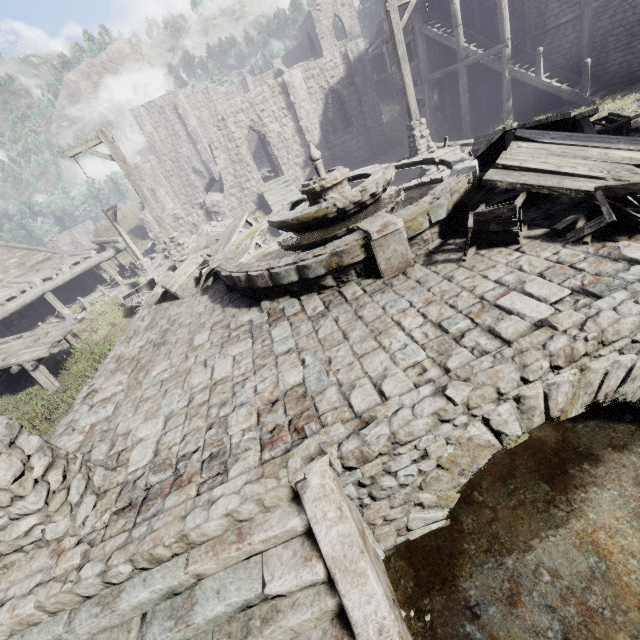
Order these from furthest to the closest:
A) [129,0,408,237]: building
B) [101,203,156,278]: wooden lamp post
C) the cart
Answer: [129,0,408,237]: building, [101,203,156,278]: wooden lamp post, the cart

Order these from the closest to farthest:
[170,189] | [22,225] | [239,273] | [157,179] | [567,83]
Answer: [239,273], [567,83], [157,179], [170,189], [22,225]

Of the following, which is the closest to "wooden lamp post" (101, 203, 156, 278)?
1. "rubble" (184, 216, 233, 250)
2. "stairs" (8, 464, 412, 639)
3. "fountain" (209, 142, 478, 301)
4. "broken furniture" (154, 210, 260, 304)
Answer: "rubble" (184, 216, 233, 250)

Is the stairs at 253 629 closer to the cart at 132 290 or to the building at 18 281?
the cart at 132 290

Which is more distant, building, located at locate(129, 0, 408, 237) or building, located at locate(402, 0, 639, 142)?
building, located at locate(129, 0, 408, 237)

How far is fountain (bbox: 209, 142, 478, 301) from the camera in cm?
510

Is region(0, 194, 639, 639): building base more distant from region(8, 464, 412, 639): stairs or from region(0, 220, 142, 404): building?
region(0, 220, 142, 404): building

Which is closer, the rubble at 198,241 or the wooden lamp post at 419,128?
the wooden lamp post at 419,128
